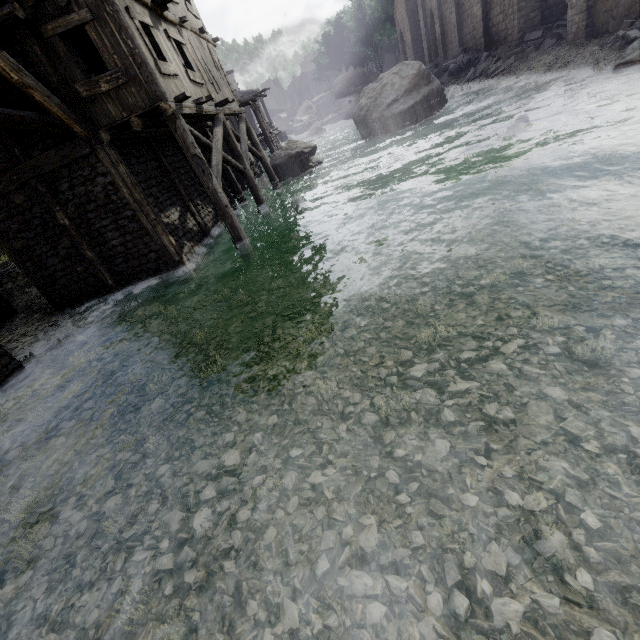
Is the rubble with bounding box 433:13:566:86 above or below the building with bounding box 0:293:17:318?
above

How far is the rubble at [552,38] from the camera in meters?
18.2 m

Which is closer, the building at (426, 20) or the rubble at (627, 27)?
the rubble at (627, 27)

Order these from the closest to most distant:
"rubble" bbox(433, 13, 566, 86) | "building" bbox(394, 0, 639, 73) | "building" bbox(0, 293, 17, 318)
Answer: "building" bbox(0, 293, 17, 318) → "building" bbox(394, 0, 639, 73) → "rubble" bbox(433, 13, 566, 86)

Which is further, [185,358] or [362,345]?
[185,358]

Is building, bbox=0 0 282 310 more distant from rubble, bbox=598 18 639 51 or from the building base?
the building base

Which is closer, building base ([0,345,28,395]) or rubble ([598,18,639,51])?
building base ([0,345,28,395])

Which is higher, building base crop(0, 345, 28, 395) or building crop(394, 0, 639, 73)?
building crop(394, 0, 639, 73)
